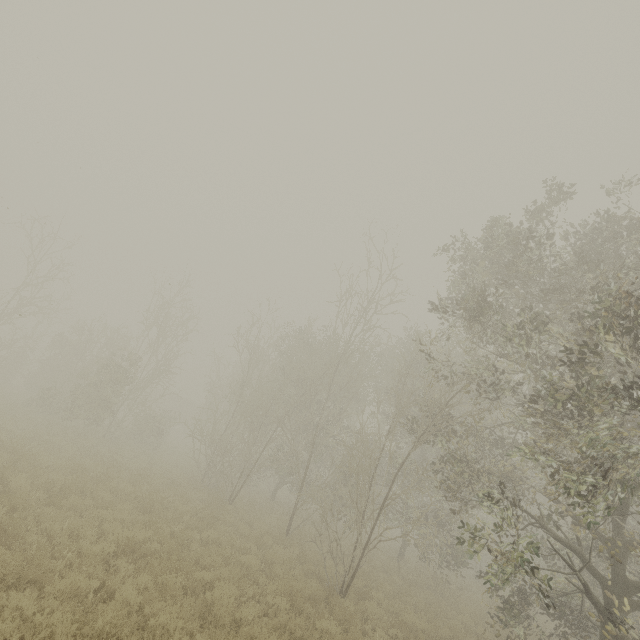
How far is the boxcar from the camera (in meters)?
49.56

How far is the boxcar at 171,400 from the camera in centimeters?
4956cm

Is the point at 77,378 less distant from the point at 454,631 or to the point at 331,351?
the point at 331,351
